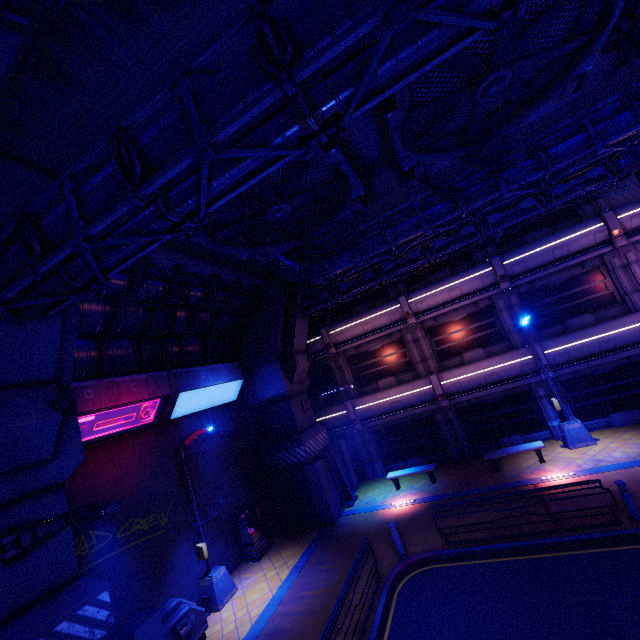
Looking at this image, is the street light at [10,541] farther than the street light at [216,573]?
No

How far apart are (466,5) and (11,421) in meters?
9.6

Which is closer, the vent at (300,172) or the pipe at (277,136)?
the pipe at (277,136)

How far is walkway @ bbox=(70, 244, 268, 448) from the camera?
10.54m

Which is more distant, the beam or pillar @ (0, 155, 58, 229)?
the beam

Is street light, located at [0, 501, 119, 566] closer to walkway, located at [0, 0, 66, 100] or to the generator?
walkway, located at [0, 0, 66, 100]

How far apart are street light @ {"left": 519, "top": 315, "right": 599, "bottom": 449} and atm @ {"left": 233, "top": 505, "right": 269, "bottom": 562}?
14.03m

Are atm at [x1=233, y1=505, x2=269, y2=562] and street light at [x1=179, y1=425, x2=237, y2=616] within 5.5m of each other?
yes
